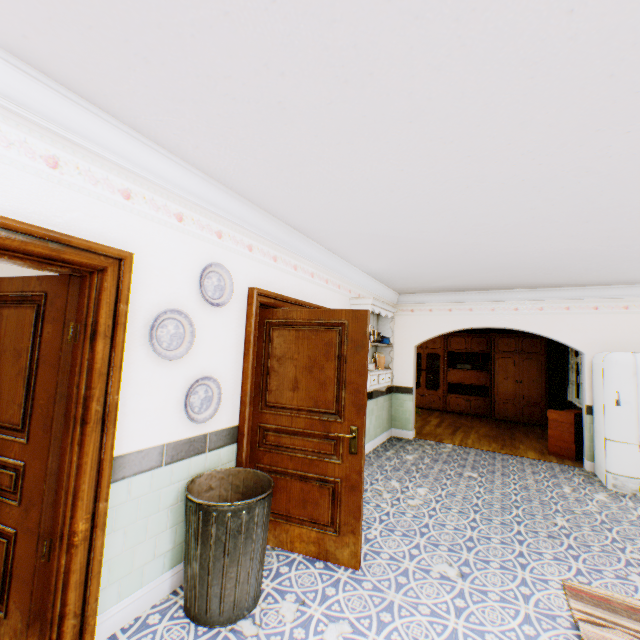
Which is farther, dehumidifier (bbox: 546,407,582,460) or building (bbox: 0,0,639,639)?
dehumidifier (bbox: 546,407,582,460)

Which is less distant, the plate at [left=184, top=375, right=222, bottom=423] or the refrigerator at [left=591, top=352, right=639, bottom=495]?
the plate at [left=184, top=375, right=222, bottom=423]

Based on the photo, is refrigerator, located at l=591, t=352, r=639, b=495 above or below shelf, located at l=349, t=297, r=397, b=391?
below

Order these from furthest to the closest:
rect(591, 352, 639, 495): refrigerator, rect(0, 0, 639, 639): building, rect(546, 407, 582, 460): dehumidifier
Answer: rect(546, 407, 582, 460): dehumidifier
rect(591, 352, 639, 495): refrigerator
rect(0, 0, 639, 639): building

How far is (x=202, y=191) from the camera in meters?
2.6

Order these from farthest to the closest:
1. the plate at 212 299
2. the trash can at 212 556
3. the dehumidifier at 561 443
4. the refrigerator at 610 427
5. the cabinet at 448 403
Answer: the cabinet at 448 403, the dehumidifier at 561 443, the refrigerator at 610 427, the plate at 212 299, the trash can at 212 556

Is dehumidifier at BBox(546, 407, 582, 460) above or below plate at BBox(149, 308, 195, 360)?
below

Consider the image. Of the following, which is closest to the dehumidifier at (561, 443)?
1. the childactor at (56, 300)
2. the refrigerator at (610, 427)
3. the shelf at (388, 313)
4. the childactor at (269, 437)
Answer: the refrigerator at (610, 427)
